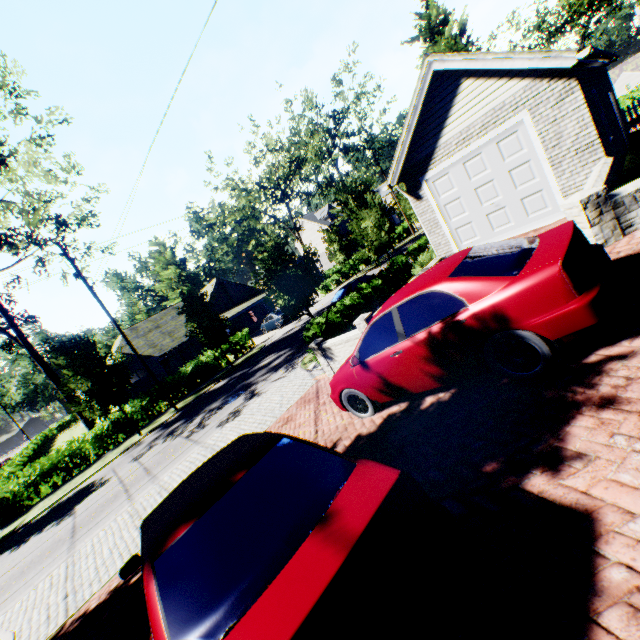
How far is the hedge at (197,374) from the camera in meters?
23.2

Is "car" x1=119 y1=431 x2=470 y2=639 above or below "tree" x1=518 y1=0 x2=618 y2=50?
below

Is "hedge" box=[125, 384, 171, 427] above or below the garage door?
below

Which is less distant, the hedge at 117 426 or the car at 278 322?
the hedge at 117 426

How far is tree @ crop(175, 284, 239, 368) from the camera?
21.7 meters

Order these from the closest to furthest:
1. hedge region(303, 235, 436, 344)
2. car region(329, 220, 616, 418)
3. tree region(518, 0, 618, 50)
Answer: car region(329, 220, 616, 418) < hedge region(303, 235, 436, 344) < tree region(518, 0, 618, 50)

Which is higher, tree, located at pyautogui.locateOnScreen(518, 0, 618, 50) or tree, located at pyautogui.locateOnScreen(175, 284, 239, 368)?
tree, located at pyautogui.locateOnScreen(518, 0, 618, 50)

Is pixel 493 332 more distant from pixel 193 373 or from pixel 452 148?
pixel 193 373
